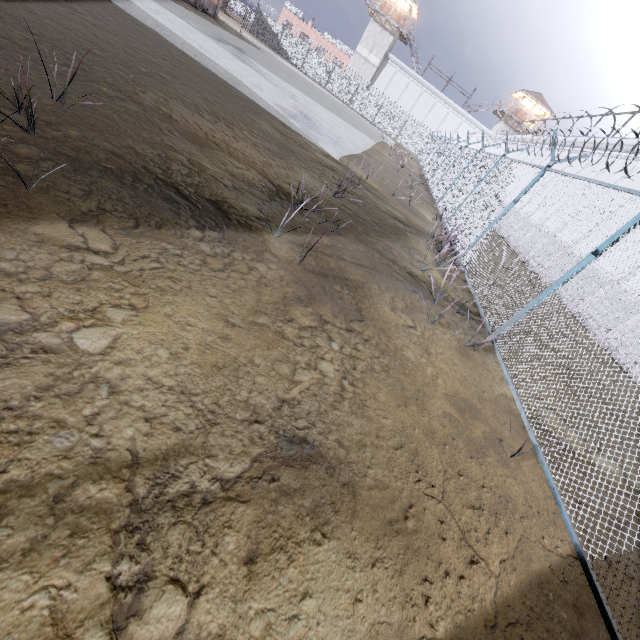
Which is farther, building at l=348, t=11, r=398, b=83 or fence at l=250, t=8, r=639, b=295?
Answer: building at l=348, t=11, r=398, b=83

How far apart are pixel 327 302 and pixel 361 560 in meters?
2.7

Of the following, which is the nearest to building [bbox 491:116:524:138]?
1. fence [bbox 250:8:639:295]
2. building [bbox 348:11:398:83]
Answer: fence [bbox 250:8:639:295]

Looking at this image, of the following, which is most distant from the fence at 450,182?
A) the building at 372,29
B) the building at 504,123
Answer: the building at 504,123

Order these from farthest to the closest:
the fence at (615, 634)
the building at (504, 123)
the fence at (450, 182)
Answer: the building at (504, 123) → the fence at (450, 182) → the fence at (615, 634)

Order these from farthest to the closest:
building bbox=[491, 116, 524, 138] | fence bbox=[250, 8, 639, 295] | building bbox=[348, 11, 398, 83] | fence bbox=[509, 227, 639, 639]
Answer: building bbox=[491, 116, 524, 138] < building bbox=[348, 11, 398, 83] < fence bbox=[250, 8, 639, 295] < fence bbox=[509, 227, 639, 639]

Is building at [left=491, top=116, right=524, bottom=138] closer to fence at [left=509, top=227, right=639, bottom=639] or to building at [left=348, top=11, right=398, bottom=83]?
fence at [left=509, top=227, right=639, bottom=639]
